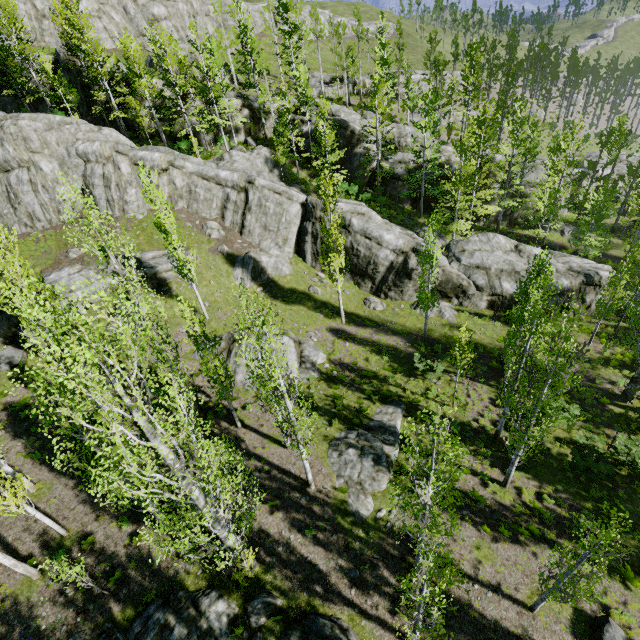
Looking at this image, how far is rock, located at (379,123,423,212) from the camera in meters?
33.4

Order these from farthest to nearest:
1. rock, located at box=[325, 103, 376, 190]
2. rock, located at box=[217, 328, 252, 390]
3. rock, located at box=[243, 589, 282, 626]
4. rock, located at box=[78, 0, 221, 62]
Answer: rock, located at box=[78, 0, 221, 62] < rock, located at box=[325, 103, 376, 190] < rock, located at box=[217, 328, 252, 390] < rock, located at box=[243, 589, 282, 626]

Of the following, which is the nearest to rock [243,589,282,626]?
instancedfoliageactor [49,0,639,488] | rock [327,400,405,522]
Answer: instancedfoliageactor [49,0,639,488]

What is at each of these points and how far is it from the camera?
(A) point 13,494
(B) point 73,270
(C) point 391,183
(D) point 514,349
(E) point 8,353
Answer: (A) instancedfoliageactor, 10.9 meters
(B) rock, 22.8 meters
(C) rock, 34.2 meters
(D) instancedfoliageactor, 13.8 meters
(E) rock, 19.1 meters

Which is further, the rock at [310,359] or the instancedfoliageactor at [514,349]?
the rock at [310,359]

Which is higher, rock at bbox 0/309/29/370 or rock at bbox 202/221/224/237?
rock at bbox 202/221/224/237

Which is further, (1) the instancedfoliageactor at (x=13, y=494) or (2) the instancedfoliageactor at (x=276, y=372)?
(1) the instancedfoliageactor at (x=13, y=494)

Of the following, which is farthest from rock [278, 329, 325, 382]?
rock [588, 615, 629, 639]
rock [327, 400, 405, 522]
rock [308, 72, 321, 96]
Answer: rock [588, 615, 629, 639]
